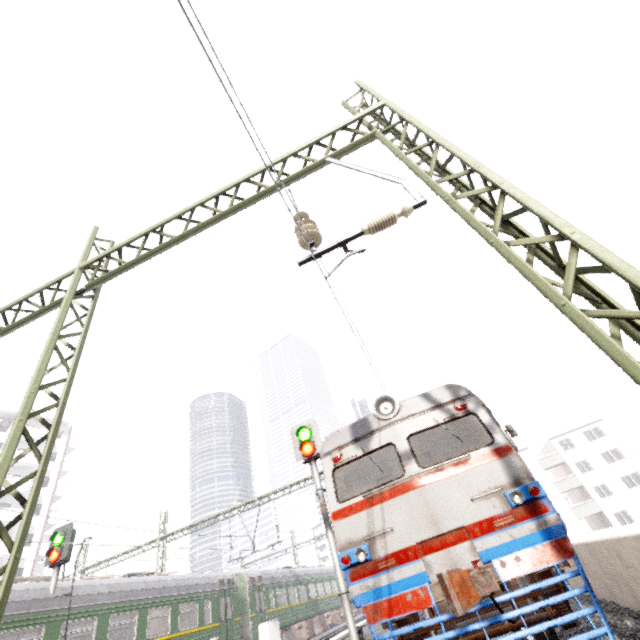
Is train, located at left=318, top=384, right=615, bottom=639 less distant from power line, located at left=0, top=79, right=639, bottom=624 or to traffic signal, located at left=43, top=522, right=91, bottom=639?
power line, located at left=0, top=79, right=639, bottom=624

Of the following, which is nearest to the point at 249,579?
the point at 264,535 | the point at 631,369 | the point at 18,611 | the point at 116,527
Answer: the point at 264,535

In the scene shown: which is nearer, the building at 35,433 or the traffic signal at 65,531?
the traffic signal at 65,531

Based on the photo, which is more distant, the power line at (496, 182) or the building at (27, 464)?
the building at (27, 464)

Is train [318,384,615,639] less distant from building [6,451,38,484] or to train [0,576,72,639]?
train [0,576,72,639]

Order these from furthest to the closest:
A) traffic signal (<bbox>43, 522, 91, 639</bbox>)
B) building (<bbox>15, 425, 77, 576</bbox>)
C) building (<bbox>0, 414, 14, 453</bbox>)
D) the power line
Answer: building (<bbox>0, 414, 14, 453</bbox>)
building (<bbox>15, 425, 77, 576</bbox>)
traffic signal (<bbox>43, 522, 91, 639</bbox>)
the power line

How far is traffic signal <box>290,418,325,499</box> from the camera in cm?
956
